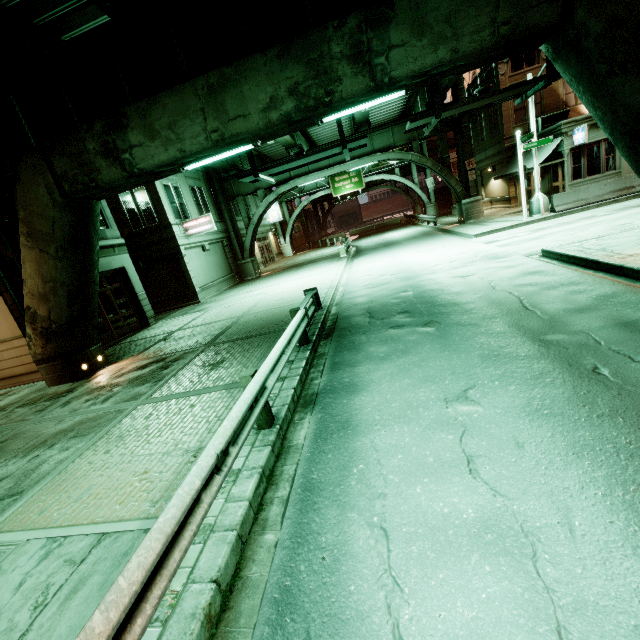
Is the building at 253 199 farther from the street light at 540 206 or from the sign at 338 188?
the street light at 540 206

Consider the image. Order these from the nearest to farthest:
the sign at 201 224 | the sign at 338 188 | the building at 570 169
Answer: the building at 570 169
the sign at 201 224
the sign at 338 188

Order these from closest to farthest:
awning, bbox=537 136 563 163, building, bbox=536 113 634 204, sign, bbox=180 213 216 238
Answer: building, bbox=536 113 634 204, awning, bbox=537 136 563 163, sign, bbox=180 213 216 238

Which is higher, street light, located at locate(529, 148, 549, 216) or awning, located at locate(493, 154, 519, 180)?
awning, located at locate(493, 154, 519, 180)

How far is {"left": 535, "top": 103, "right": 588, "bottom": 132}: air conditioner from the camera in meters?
22.4 m

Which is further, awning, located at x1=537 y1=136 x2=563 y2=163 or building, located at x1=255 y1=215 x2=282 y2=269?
building, located at x1=255 y1=215 x2=282 y2=269

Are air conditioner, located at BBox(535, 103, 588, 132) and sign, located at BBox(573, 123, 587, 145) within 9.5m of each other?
yes

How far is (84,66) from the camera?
8.6m
